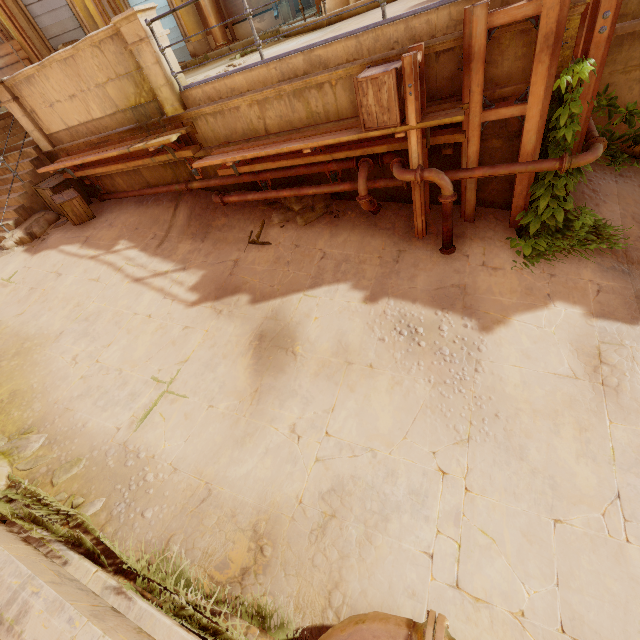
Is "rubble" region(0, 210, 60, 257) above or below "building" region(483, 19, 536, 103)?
below

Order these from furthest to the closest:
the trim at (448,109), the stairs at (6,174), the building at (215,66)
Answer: the stairs at (6,174) < the building at (215,66) < the trim at (448,109)

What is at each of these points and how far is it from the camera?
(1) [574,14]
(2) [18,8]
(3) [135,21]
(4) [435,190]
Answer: (1) building, 3.6 meters
(2) column, 10.1 meters
(3) column, 5.3 meters
(4) building, 5.6 meters

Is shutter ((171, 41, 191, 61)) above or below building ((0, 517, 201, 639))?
above

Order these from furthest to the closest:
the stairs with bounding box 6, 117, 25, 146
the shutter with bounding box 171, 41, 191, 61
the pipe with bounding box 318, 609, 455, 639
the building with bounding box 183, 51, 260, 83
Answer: the shutter with bounding box 171, 41, 191, 61
the stairs with bounding box 6, 117, 25, 146
the building with bounding box 183, 51, 260, 83
the pipe with bounding box 318, 609, 455, 639

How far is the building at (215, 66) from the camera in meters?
6.3

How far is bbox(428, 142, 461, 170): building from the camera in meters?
5.0

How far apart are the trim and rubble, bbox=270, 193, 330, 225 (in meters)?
0.54
